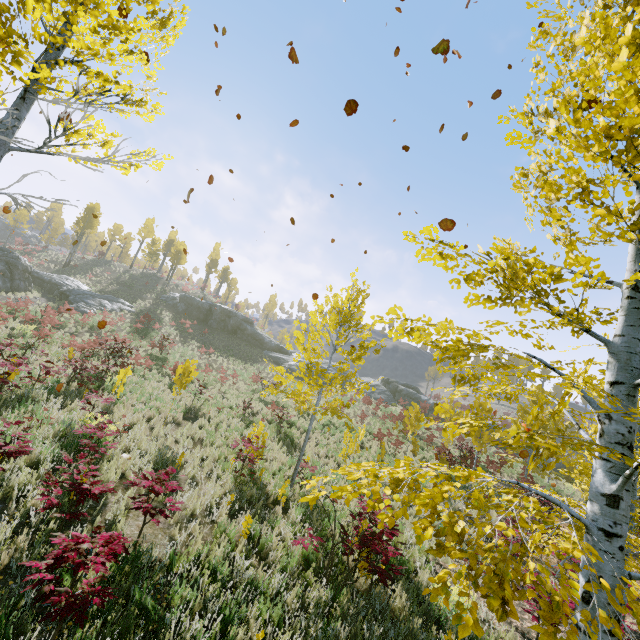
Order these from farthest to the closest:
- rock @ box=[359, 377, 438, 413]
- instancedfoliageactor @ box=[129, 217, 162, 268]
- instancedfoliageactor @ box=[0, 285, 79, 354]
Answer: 1. instancedfoliageactor @ box=[129, 217, 162, 268]
2. rock @ box=[359, 377, 438, 413]
3. instancedfoliageactor @ box=[0, 285, 79, 354]

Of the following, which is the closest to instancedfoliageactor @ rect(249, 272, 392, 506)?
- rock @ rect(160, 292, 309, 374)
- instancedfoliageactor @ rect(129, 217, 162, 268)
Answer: rock @ rect(160, 292, 309, 374)

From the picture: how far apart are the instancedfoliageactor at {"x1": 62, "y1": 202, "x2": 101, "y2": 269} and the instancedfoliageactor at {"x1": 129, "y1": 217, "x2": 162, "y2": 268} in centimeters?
931cm

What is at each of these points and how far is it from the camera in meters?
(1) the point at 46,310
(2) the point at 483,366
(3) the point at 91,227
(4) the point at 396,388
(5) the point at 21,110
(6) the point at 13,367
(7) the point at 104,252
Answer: (1) instancedfoliageactor, 19.4 m
(2) instancedfoliageactor, 4.7 m
(3) instancedfoliageactor, 44.0 m
(4) rock, 43.7 m
(5) instancedfoliageactor, 4.0 m
(6) instancedfoliageactor, 7.9 m
(7) instancedfoliageactor, 51.8 m

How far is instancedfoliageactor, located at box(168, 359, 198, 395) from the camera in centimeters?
1046cm

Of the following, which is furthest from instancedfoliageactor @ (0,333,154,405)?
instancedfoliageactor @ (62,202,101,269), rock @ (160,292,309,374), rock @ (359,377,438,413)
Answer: instancedfoliageactor @ (62,202,101,269)

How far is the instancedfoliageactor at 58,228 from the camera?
55.4m

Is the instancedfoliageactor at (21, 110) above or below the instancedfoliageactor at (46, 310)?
above
